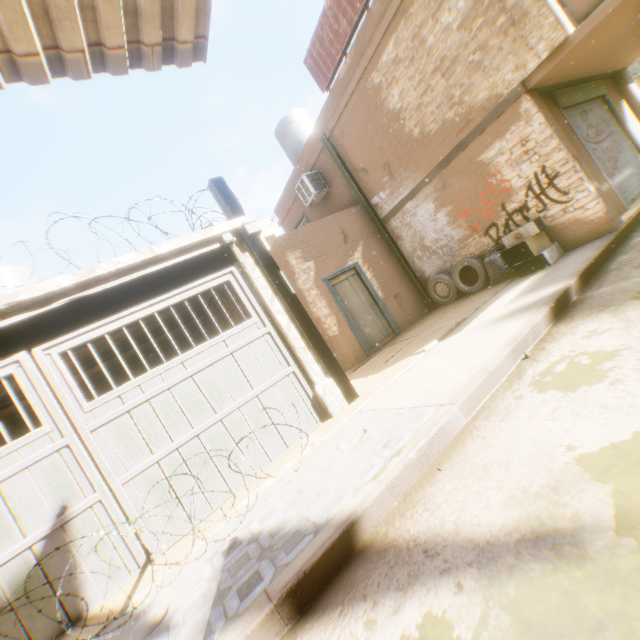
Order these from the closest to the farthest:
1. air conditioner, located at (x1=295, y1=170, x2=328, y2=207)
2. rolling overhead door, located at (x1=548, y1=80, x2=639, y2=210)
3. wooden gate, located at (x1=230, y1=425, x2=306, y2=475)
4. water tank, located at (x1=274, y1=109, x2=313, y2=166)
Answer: wooden gate, located at (x1=230, y1=425, x2=306, y2=475)
rolling overhead door, located at (x1=548, y1=80, x2=639, y2=210)
air conditioner, located at (x1=295, y1=170, x2=328, y2=207)
water tank, located at (x1=274, y1=109, x2=313, y2=166)

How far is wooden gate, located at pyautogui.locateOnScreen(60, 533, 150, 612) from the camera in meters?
3.6

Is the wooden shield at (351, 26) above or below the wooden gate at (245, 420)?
above

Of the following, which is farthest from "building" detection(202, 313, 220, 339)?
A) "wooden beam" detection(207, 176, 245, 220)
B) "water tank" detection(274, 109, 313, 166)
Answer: "water tank" detection(274, 109, 313, 166)

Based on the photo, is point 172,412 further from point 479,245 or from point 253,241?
point 479,245

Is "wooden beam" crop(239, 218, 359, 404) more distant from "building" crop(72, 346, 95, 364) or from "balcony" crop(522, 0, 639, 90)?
"balcony" crop(522, 0, 639, 90)

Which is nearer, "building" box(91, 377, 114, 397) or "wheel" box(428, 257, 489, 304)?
"wheel" box(428, 257, 489, 304)

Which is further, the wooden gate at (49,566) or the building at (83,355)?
the building at (83,355)
